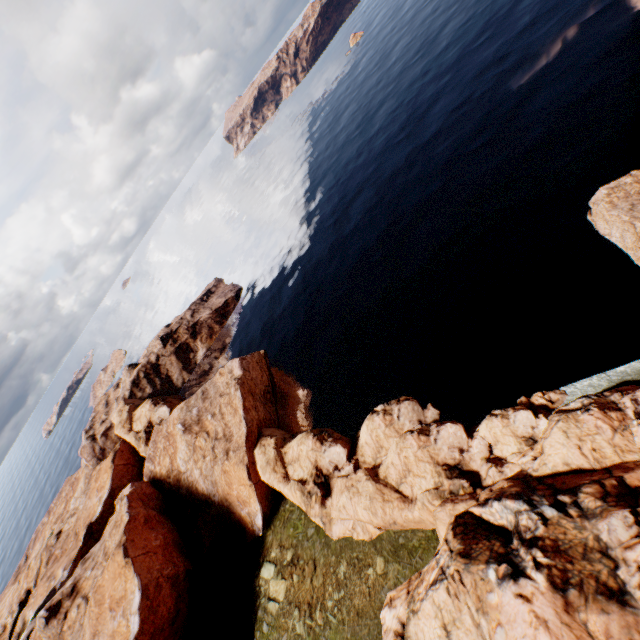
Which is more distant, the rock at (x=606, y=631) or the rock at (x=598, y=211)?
the rock at (x=598, y=211)

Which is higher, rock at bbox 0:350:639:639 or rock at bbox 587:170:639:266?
rock at bbox 0:350:639:639

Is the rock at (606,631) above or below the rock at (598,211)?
above

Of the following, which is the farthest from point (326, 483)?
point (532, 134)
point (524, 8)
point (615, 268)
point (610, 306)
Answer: point (524, 8)

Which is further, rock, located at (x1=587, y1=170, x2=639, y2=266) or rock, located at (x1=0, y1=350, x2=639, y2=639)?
rock, located at (x1=587, y1=170, x2=639, y2=266)
